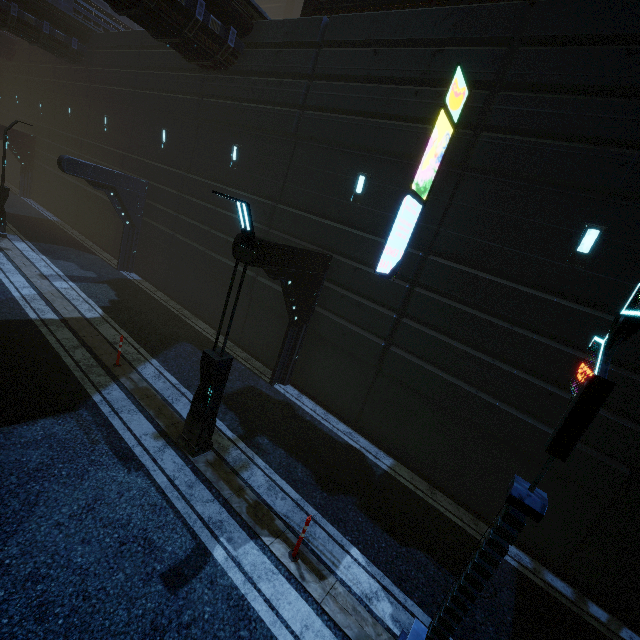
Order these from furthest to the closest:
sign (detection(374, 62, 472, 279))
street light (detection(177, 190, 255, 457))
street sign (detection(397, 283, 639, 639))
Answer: sign (detection(374, 62, 472, 279)), street light (detection(177, 190, 255, 457)), street sign (detection(397, 283, 639, 639))

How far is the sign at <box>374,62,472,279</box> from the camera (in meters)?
7.23

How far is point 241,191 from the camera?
13.4 meters

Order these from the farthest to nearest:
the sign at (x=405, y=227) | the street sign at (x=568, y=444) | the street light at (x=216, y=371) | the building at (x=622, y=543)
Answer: the sign at (x=405, y=227) < the building at (x=622, y=543) < the street light at (x=216, y=371) < the street sign at (x=568, y=444)

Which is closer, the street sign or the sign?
the street sign

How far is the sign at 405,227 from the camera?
7.2 meters

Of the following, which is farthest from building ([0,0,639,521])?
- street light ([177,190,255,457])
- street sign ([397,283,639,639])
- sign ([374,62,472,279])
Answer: street sign ([397,283,639,639])

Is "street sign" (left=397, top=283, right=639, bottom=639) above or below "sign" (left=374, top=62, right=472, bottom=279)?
below
